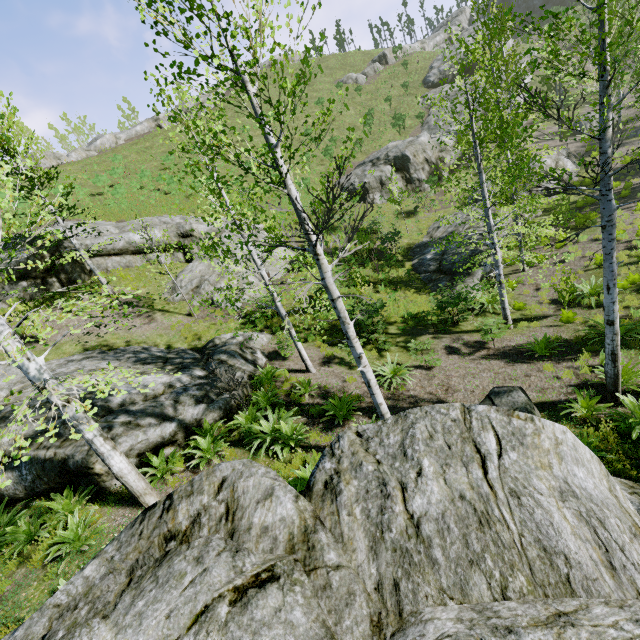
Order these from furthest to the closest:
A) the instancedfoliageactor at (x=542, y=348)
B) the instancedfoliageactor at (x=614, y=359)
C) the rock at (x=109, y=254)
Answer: the rock at (x=109, y=254), the instancedfoliageactor at (x=542, y=348), the instancedfoliageactor at (x=614, y=359)

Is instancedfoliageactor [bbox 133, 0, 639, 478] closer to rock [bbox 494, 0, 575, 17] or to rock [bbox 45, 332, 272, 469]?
rock [bbox 45, 332, 272, 469]

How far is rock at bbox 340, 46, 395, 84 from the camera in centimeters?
4447cm

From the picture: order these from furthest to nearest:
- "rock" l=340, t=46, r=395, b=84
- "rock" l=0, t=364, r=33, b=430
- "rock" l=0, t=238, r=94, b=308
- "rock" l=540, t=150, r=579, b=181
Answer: "rock" l=340, t=46, r=395, b=84, "rock" l=540, t=150, r=579, b=181, "rock" l=0, t=238, r=94, b=308, "rock" l=0, t=364, r=33, b=430

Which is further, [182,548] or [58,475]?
[58,475]

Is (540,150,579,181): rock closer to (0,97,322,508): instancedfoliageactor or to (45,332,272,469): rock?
(0,97,322,508): instancedfoliageactor

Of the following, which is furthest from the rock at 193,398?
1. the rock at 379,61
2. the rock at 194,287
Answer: the rock at 379,61

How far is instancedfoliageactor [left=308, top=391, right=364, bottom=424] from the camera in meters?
8.2 m
